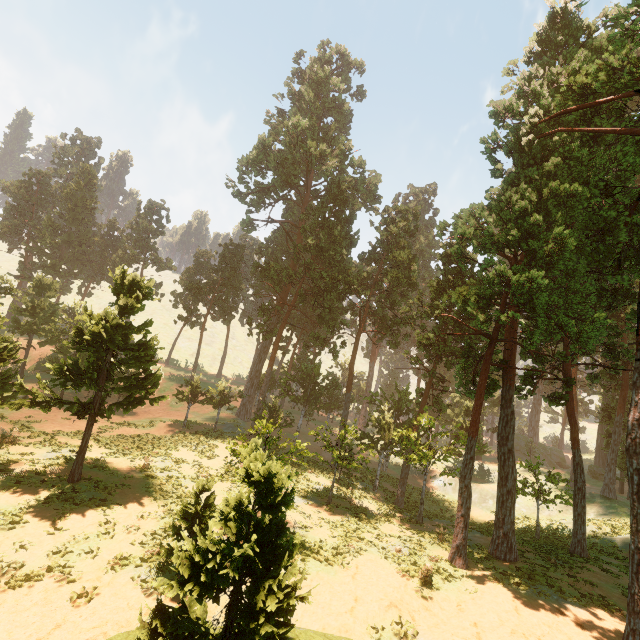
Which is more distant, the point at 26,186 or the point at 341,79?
the point at 26,186

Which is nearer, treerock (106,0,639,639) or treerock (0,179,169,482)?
treerock (106,0,639,639)

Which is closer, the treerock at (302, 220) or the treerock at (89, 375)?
the treerock at (302, 220)
